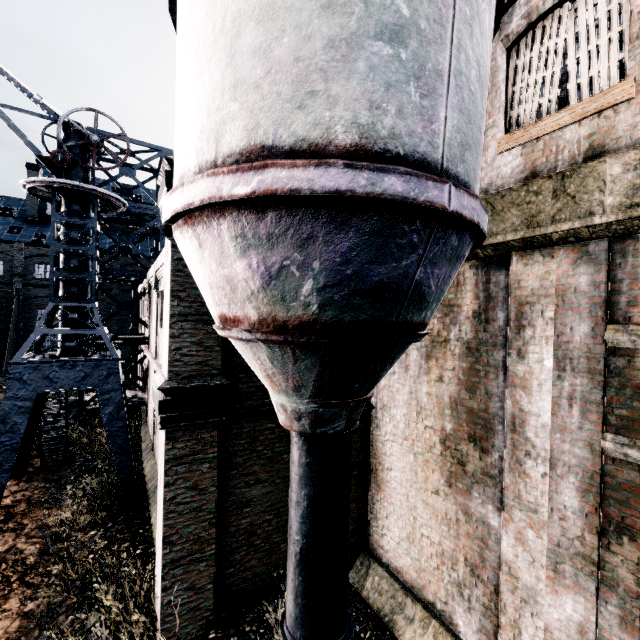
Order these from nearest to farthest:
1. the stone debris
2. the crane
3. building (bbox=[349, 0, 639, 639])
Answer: building (bbox=[349, 0, 639, 639]) < the crane < the stone debris

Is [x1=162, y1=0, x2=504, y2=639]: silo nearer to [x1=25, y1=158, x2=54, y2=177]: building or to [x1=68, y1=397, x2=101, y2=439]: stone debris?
[x1=68, y1=397, x2=101, y2=439]: stone debris

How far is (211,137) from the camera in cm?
357

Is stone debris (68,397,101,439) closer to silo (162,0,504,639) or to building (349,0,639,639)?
building (349,0,639,639)

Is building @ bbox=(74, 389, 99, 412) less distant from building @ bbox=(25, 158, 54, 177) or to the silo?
the silo

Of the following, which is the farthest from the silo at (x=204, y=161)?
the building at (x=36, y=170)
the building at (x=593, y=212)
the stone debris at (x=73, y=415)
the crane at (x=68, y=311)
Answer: the building at (x=36, y=170)

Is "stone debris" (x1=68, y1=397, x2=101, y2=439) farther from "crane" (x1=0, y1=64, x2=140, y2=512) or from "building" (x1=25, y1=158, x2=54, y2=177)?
"building" (x1=25, y1=158, x2=54, y2=177)

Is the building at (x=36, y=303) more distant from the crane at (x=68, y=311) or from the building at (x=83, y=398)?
the crane at (x=68, y=311)
